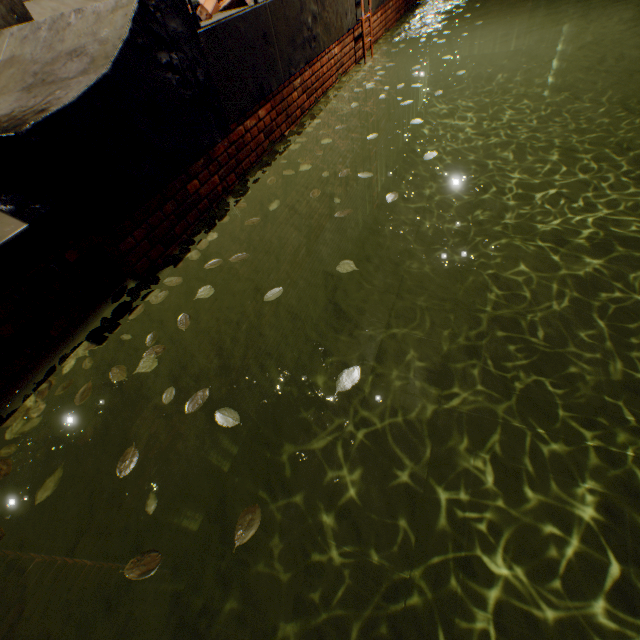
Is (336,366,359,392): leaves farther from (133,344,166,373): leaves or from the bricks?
the bricks

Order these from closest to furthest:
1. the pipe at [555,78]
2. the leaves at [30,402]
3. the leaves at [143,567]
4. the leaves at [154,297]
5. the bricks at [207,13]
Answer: the leaves at [143,567] → the leaves at [30,402] → the leaves at [154,297] → the bricks at [207,13] → the pipe at [555,78]

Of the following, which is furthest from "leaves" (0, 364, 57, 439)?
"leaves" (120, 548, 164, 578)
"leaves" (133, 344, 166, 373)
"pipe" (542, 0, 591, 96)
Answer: "pipe" (542, 0, 591, 96)

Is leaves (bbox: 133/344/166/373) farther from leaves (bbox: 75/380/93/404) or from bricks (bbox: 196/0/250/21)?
bricks (bbox: 196/0/250/21)

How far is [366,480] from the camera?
4.8 meters

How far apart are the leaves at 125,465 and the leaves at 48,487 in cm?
34

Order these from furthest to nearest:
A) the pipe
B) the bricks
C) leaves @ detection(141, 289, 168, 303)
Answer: the pipe → the bricks → leaves @ detection(141, 289, 168, 303)

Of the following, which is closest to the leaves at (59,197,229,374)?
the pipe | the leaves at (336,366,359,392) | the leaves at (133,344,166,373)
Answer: the leaves at (133,344,166,373)
